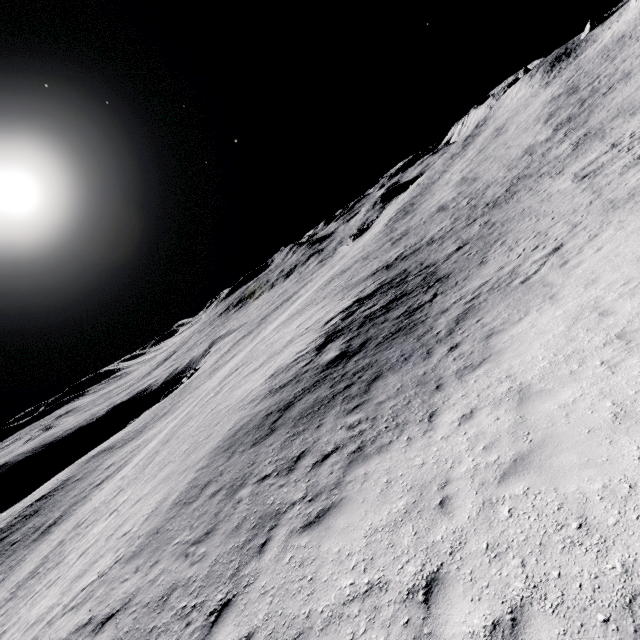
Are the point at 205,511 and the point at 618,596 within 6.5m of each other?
no
